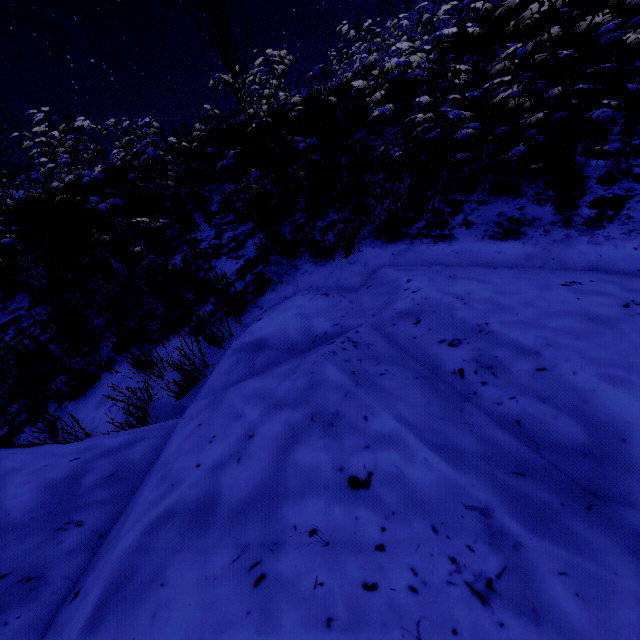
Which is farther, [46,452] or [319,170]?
[319,170]
